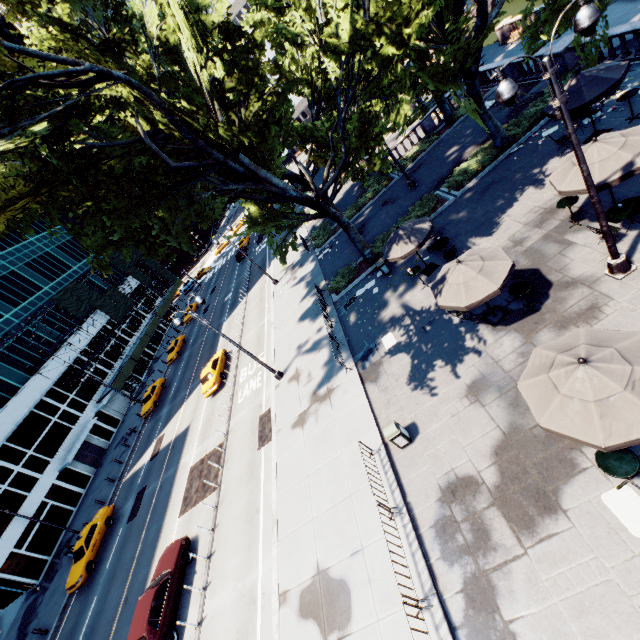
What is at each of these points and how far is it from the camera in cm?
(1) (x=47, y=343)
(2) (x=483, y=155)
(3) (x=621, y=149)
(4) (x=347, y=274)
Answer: (1) building, 4106
(2) bush, 1941
(3) umbrella, 960
(4) bush, 2255

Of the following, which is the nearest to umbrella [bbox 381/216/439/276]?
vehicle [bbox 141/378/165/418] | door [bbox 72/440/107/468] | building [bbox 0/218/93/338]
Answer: vehicle [bbox 141/378/165/418]

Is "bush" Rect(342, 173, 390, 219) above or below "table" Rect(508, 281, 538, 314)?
below

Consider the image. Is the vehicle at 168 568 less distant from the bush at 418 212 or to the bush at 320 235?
the bush at 418 212

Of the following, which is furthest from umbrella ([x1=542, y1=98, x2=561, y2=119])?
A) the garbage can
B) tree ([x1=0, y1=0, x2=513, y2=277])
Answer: the garbage can

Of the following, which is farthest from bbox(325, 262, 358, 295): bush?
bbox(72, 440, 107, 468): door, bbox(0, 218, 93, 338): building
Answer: bbox(72, 440, 107, 468): door

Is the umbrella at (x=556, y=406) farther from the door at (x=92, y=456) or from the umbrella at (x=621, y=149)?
the door at (x=92, y=456)

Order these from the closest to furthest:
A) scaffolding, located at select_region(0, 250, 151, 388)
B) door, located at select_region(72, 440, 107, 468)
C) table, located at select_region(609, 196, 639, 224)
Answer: table, located at select_region(609, 196, 639, 224), door, located at select_region(72, 440, 107, 468), scaffolding, located at select_region(0, 250, 151, 388)
